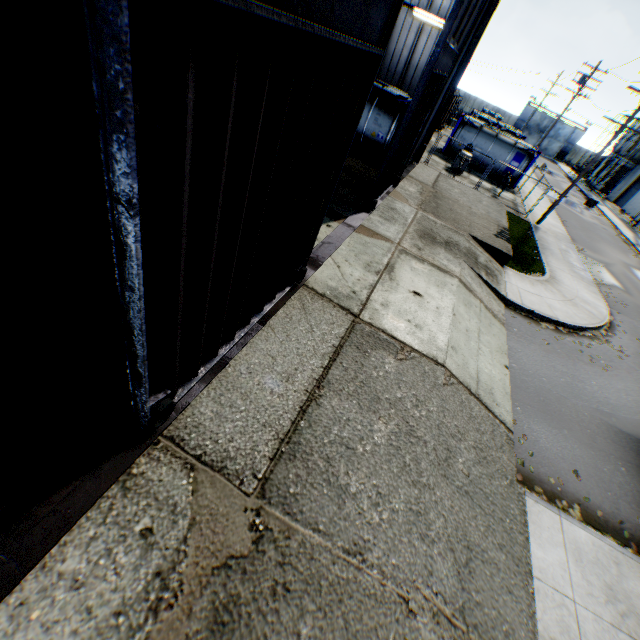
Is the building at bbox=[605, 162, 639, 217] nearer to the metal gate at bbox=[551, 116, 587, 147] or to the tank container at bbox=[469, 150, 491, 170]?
the metal gate at bbox=[551, 116, 587, 147]

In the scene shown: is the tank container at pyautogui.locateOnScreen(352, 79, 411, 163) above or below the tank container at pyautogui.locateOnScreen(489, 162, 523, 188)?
above

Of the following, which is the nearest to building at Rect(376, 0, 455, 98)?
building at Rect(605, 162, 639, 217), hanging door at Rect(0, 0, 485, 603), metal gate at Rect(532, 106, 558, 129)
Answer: hanging door at Rect(0, 0, 485, 603)

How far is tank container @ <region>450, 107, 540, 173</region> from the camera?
25.80m

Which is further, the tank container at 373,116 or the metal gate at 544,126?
the metal gate at 544,126

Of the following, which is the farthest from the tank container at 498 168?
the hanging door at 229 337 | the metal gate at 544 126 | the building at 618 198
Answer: the metal gate at 544 126

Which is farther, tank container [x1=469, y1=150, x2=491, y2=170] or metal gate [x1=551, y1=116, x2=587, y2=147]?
metal gate [x1=551, y1=116, x2=587, y2=147]

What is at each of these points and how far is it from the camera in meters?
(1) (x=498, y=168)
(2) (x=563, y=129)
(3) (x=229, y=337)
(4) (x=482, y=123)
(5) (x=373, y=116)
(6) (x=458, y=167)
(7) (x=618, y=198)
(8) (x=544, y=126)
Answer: (1) tank container, 26.8 m
(2) metal gate, 59.1 m
(3) hanging door, 5.4 m
(4) tank container, 26.9 m
(5) tank container, 15.9 m
(6) gas meter pipe, 22.2 m
(7) building, 42.9 m
(8) metal gate, 59.9 m
